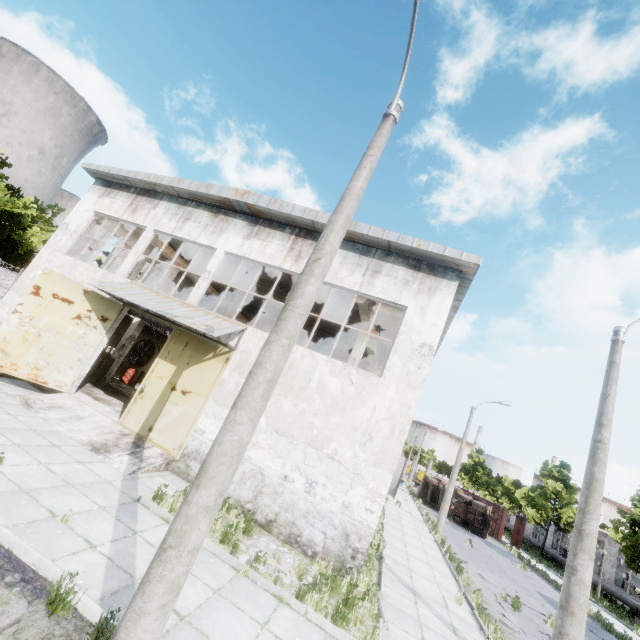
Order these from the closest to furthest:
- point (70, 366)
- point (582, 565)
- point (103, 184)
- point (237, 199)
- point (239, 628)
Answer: point (239, 628) → point (582, 565) → point (70, 366) → point (237, 199) → point (103, 184)

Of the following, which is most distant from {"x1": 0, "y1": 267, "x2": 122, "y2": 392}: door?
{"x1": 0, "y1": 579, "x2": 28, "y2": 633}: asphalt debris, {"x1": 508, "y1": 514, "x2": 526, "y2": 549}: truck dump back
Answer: {"x1": 508, "y1": 514, "x2": 526, "y2": 549}: truck dump back

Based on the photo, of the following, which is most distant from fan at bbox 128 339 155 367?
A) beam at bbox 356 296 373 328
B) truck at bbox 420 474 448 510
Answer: truck at bbox 420 474 448 510

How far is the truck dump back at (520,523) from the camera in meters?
32.2 m

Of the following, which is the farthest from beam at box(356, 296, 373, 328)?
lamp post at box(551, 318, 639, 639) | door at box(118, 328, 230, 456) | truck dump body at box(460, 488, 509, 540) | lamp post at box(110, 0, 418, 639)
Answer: truck dump body at box(460, 488, 509, 540)

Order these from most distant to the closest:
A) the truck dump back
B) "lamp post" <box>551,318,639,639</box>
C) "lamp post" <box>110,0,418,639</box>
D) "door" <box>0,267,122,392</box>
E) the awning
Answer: the truck dump back
"door" <box>0,267,122,392</box>
the awning
"lamp post" <box>551,318,639,639</box>
"lamp post" <box>110,0,418,639</box>

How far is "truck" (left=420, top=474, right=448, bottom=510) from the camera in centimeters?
3409cm

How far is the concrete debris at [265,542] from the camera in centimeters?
716cm
